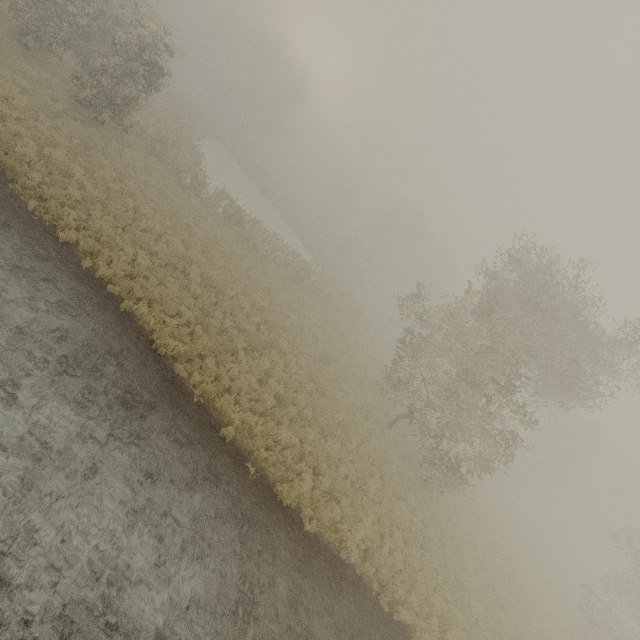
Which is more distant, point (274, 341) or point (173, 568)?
point (274, 341)
